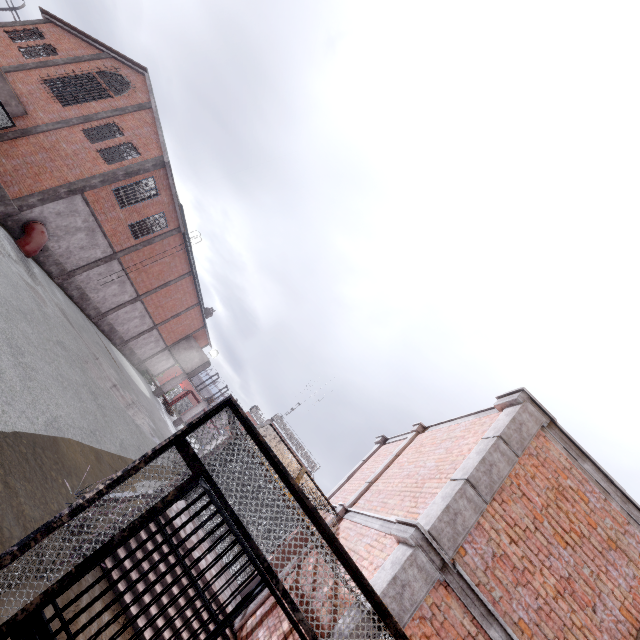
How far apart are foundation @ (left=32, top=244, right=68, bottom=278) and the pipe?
0.1m

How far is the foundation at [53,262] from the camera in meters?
19.1 m

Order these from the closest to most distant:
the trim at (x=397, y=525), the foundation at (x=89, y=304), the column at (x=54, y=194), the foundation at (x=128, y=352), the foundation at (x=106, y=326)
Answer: the trim at (x=397, y=525) < the column at (x=54, y=194) < the foundation at (x=89, y=304) < the foundation at (x=106, y=326) < the foundation at (x=128, y=352)

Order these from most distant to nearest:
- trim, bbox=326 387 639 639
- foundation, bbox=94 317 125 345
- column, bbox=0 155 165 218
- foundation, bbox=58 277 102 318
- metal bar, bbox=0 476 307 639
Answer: foundation, bbox=94 317 125 345
foundation, bbox=58 277 102 318
column, bbox=0 155 165 218
trim, bbox=326 387 639 639
metal bar, bbox=0 476 307 639

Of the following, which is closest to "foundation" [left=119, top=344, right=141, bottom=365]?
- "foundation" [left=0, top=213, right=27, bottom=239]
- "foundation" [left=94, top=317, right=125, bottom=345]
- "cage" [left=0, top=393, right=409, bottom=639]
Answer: "foundation" [left=94, top=317, right=125, bottom=345]

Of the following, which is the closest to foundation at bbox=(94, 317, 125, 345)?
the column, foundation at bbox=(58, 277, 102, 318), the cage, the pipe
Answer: foundation at bbox=(58, 277, 102, 318)

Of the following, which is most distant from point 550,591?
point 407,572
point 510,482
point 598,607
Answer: point 407,572

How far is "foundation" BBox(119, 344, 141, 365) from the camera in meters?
32.6 m
